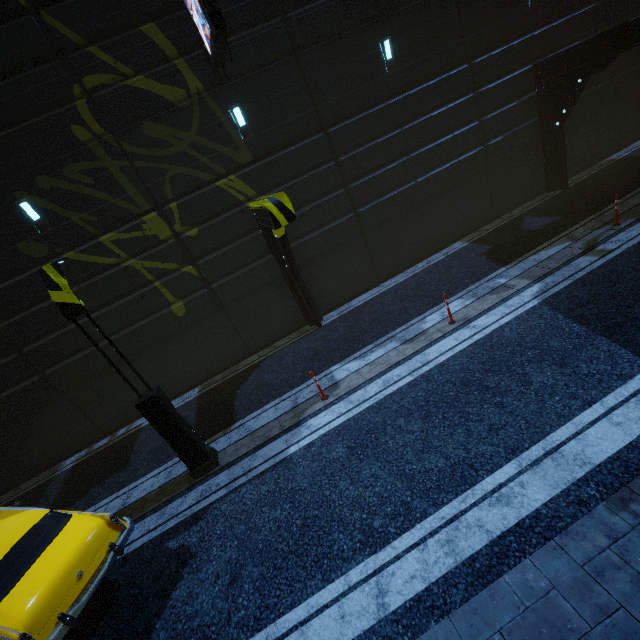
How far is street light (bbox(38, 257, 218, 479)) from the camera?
6.0 meters

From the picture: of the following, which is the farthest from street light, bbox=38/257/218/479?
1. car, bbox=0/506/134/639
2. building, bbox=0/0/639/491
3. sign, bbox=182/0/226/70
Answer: sign, bbox=182/0/226/70

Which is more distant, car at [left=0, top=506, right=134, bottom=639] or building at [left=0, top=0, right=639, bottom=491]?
building at [left=0, top=0, right=639, bottom=491]

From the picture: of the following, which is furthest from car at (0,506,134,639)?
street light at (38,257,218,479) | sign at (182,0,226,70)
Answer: sign at (182,0,226,70)

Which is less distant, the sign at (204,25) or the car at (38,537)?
the car at (38,537)

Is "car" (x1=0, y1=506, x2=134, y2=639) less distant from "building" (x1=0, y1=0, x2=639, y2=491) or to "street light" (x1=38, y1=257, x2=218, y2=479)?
"street light" (x1=38, y1=257, x2=218, y2=479)

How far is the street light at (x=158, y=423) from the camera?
6.04m

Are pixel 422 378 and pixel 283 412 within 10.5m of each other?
yes
